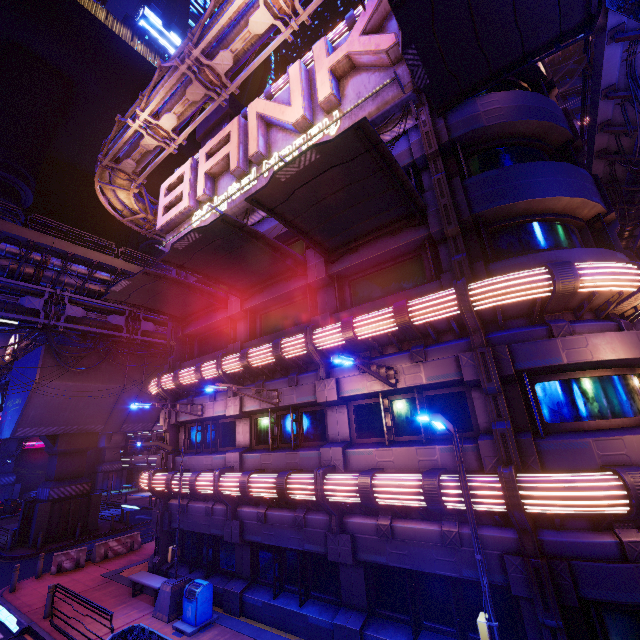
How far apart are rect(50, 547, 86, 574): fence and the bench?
6.3 meters

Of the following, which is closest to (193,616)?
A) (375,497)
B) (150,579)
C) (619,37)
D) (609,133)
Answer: (150,579)

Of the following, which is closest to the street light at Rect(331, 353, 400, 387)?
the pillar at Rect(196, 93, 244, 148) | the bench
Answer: the bench

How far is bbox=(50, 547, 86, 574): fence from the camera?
17.0m

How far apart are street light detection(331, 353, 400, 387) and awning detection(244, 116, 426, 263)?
4.55m

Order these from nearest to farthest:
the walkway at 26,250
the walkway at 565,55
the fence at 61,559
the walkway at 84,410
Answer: the fence at 61,559 → the walkway at 26,250 → the walkway at 84,410 → the walkway at 565,55

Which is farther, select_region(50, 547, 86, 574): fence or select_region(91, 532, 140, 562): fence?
select_region(91, 532, 140, 562): fence

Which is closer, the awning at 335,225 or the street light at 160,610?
the awning at 335,225
